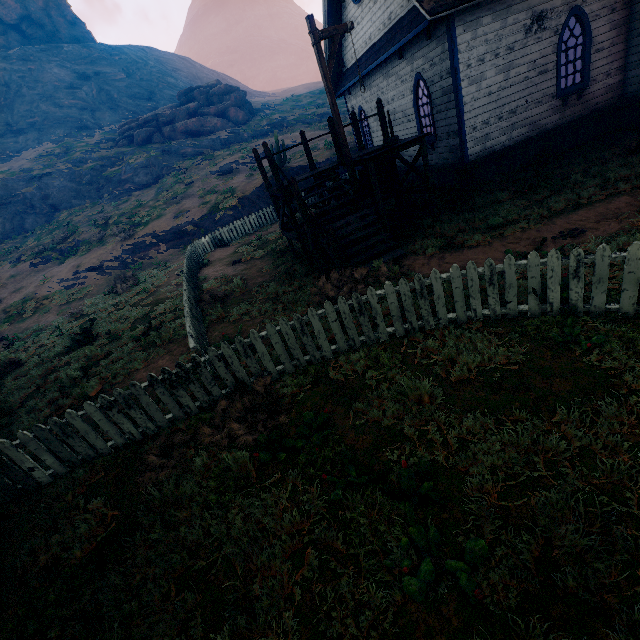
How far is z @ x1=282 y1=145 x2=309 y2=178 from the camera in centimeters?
2234cm

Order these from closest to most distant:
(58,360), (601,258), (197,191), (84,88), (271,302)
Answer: (601,258), (271,302), (58,360), (197,191), (84,88)

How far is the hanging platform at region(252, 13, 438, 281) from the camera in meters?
7.6 m

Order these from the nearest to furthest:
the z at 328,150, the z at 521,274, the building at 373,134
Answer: the z at 521,274 → the building at 373,134 → the z at 328,150

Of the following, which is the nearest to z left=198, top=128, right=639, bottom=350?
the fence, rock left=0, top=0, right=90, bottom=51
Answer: the fence

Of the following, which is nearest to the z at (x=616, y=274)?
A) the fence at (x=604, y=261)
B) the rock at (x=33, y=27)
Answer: the fence at (x=604, y=261)

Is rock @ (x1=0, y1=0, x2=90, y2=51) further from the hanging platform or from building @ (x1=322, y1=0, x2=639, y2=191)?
the hanging platform

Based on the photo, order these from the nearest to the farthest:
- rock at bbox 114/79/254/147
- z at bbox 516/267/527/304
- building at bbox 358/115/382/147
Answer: z at bbox 516/267/527/304
building at bbox 358/115/382/147
rock at bbox 114/79/254/147
